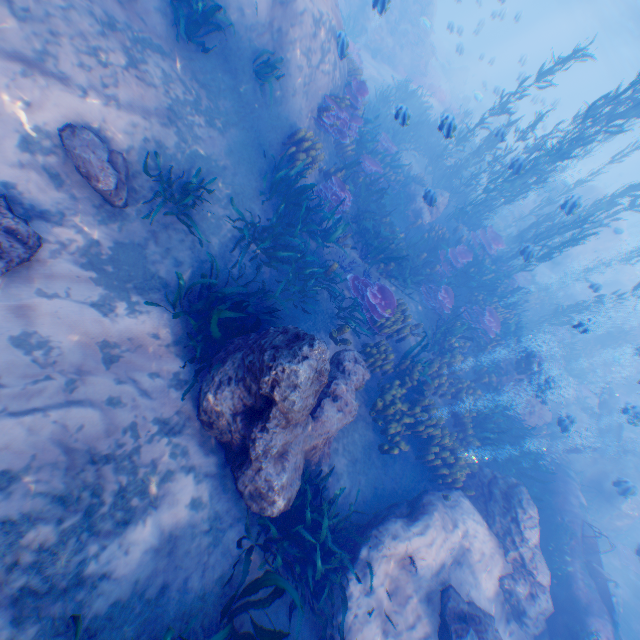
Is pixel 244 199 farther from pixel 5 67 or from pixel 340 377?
pixel 340 377

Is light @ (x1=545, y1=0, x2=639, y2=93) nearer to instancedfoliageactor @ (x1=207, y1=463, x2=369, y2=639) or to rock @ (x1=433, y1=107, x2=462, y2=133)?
rock @ (x1=433, y1=107, x2=462, y2=133)

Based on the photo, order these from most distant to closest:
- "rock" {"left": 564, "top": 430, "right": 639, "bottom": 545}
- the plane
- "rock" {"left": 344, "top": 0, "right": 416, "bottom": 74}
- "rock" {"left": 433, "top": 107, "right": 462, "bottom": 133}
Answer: "rock" {"left": 344, "top": 0, "right": 416, "bottom": 74} → "rock" {"left": 564, "top": 430, "right": 639, "bottom": 545} → "rock" {"left": 433, "top": 107, "right": 462, "bottom": 133} → the plane

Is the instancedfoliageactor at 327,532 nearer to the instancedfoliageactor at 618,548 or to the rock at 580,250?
the rock at 580,250

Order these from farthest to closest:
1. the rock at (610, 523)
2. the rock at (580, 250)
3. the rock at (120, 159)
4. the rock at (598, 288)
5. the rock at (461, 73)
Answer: the rock at (461, 73) < the rock at (580, 250) < the rock at (598, 288) < the rock at (610, 523) < the rock at (120, 159)

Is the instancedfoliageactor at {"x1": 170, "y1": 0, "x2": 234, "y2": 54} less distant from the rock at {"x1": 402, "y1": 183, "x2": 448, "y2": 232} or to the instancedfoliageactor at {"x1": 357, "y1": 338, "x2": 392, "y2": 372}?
the rock at {"x1": 402, "y1": 183, "x2": 448, "y2": 232}

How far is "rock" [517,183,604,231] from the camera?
9.9 meters

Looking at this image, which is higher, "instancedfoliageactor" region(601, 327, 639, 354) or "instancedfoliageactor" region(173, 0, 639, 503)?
"instancedfoliageactor" region(601, 327, 639, 354)
